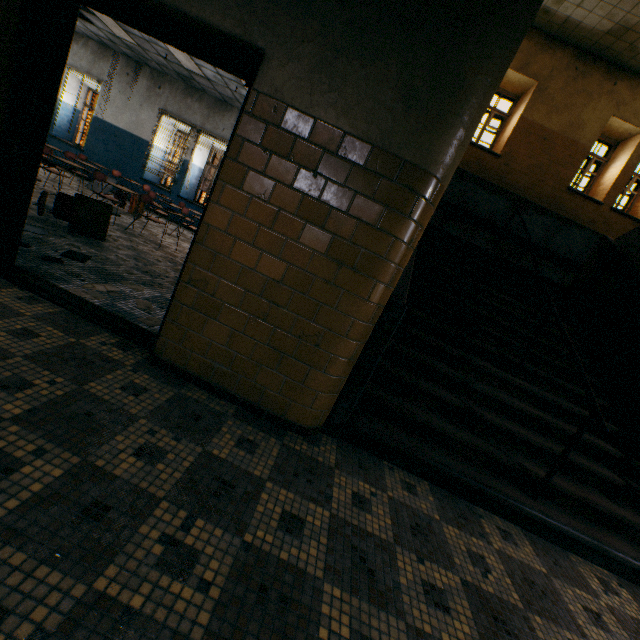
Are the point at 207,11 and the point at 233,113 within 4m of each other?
no

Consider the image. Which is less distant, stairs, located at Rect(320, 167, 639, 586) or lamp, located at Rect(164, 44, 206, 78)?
stairs, located at Rect(320, 167, 639, 586)

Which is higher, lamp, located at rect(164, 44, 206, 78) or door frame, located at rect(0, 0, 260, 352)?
lamp, located at rect(164, 44, 206, 78)

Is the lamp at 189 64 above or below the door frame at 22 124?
above

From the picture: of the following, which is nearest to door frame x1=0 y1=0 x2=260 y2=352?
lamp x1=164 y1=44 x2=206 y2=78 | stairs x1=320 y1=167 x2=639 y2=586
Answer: stairs x1=320 y1=167 x2=639 y2=586

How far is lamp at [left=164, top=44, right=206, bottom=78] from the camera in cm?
761

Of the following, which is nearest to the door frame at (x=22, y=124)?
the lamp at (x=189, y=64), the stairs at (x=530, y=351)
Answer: the stairs at (x=530, y=351)
